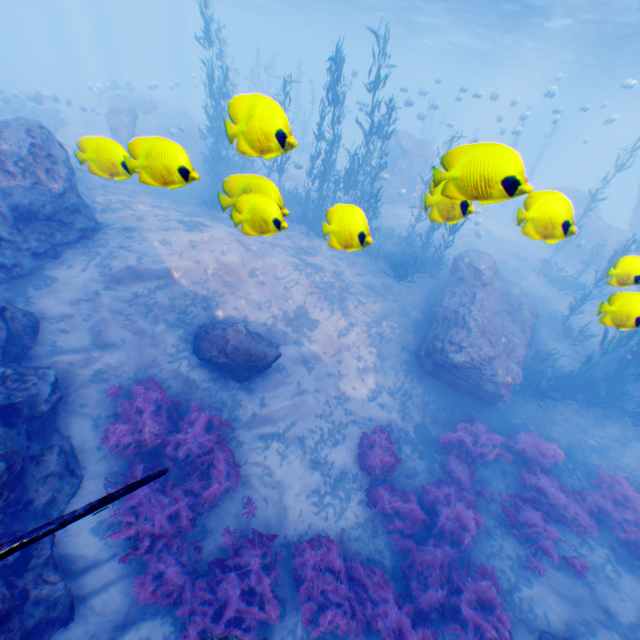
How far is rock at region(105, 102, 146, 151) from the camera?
2.2m

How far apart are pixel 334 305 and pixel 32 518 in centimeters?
927cm

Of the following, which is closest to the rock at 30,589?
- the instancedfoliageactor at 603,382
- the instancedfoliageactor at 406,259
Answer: the instancedfoliageactor at 406,259

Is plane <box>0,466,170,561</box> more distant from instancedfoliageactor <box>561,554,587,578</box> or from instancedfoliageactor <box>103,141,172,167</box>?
instancedfoliageactor <box>561,554,587,578</box>

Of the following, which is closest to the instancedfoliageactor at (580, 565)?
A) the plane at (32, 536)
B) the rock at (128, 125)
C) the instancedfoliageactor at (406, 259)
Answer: the rock at (128, 125)

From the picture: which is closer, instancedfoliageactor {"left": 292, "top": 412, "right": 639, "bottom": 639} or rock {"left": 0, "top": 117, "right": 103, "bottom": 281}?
instancedfoliageactor {"left": 292, "top": 412, "right": 639, "bottom": 639}

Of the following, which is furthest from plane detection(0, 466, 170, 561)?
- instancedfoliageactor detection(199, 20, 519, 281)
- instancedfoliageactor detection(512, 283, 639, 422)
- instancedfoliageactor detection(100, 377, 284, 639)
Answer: instancedfoliageactor detection(512, 283, 639, 422)

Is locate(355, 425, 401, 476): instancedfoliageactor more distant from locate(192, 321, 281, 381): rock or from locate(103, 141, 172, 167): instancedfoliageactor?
locate(103, 141, 172, 167): instancedfoliageactor
